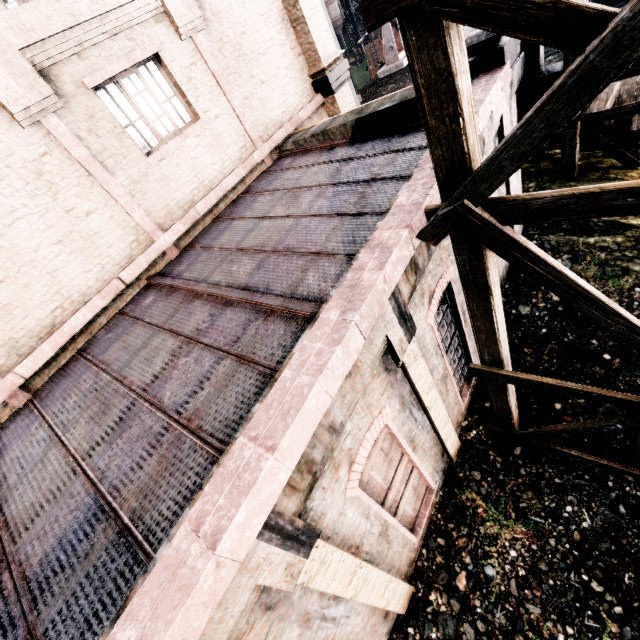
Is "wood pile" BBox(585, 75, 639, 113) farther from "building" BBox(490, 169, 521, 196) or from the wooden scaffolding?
"building" BBox(490, 169, 521, 196)

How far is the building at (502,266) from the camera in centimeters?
828cm

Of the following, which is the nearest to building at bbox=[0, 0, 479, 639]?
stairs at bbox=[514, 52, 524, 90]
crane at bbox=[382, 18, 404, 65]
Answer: stairs at bbox=[514, 52, 524, 90]

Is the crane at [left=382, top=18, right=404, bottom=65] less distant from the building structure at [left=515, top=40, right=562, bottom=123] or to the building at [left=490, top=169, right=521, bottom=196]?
the building at [left=490, top=169, right=521, bottom=196]

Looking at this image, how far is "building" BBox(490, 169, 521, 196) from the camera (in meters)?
7.62

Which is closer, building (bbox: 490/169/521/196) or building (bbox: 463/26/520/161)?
building (bbox: 463/26/520/161)

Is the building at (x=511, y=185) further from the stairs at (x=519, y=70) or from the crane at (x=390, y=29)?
the crane at (x=390, y=29)

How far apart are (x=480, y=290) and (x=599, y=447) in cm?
463
